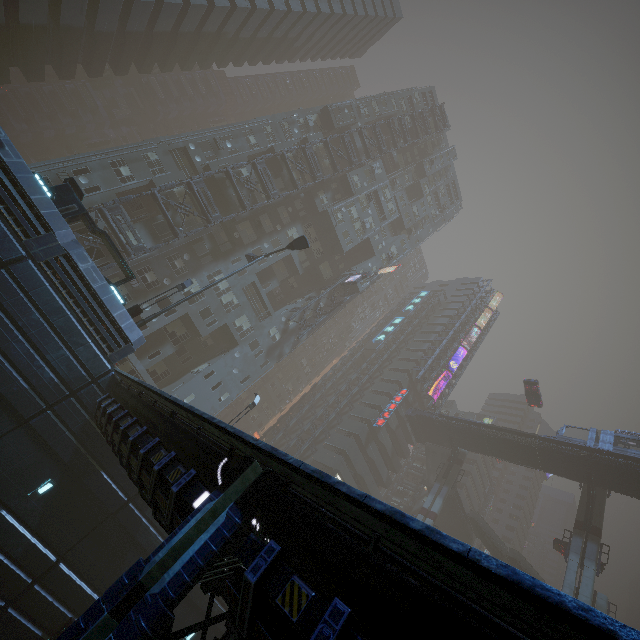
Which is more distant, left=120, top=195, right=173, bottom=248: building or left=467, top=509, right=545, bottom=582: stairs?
left=467, top=509, right=545, bottom=582: stairs

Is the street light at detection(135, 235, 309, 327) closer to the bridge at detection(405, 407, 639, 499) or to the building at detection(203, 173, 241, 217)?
the building at detection(203, 173, 241, 217)

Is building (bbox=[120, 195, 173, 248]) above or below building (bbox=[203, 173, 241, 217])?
below

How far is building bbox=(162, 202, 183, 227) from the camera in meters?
29.6 m

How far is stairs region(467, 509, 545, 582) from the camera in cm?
4253

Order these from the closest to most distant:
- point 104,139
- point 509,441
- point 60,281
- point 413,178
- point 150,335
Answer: point 60,281
point 150,335
point 509,441
point 104,139
point 413,178

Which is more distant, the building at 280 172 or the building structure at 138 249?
A: the building at 280 172

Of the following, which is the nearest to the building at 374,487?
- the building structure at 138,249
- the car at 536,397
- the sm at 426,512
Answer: the building structure at 138,249
